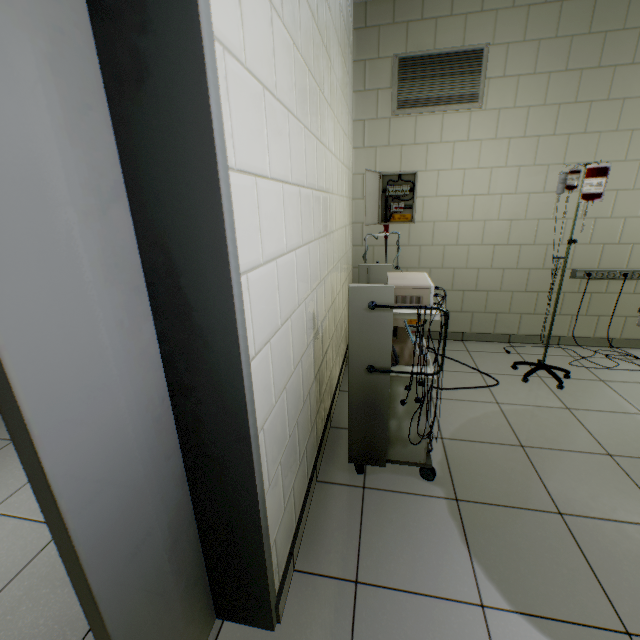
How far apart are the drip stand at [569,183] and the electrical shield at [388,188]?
1.3m

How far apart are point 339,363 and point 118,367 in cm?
227

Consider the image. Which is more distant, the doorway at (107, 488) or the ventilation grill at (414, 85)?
the ventilation grill at (414, 85)

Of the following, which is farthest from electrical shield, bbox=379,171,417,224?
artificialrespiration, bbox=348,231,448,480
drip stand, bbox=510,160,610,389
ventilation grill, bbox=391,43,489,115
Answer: artificialrespiration, bbox=348,231,448,480

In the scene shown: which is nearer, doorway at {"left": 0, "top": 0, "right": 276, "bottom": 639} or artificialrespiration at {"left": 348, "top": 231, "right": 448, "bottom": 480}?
doorway at {"left": 0, "top": 0, "right": 276, "bottom": 639}

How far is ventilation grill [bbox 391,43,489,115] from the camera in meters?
2.9

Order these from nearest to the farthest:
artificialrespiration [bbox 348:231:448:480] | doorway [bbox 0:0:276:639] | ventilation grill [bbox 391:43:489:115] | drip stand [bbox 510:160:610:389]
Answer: doorway [bbox 0:0:276:639], artificialrespiration [bbox 348:231:448:480], drip stand [bbox 510:160:610:389], ventilation grill [bbox 391:43:489:115]

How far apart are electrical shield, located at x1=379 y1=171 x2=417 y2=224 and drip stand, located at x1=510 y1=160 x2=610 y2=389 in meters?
1.3
